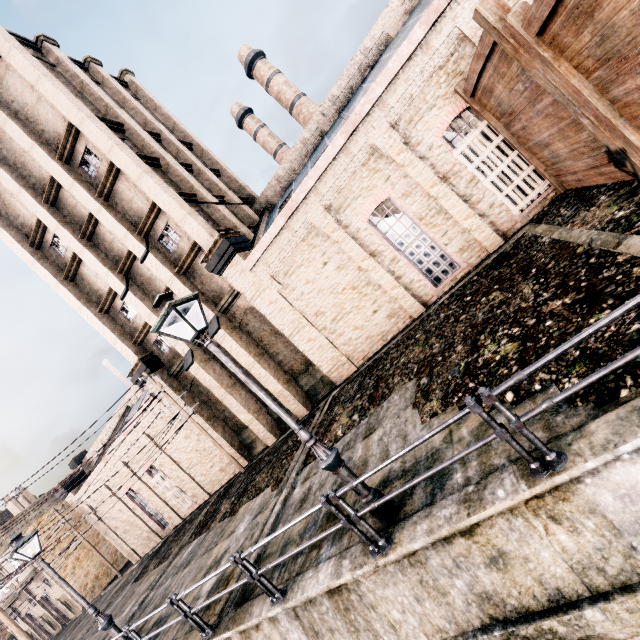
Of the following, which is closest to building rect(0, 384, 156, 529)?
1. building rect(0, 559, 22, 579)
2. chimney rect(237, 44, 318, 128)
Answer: building rect(0, 559, 22, 579)

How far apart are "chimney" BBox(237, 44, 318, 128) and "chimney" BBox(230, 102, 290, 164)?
2.6m

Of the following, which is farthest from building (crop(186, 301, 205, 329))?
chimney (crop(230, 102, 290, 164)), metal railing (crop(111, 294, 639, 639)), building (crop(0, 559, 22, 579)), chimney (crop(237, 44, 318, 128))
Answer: chimney (crop(237, 44, 318, 128))

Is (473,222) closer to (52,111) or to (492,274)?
(492,274)

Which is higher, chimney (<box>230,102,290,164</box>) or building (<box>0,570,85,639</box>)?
chimney (<box>230,102,290,164</box>)

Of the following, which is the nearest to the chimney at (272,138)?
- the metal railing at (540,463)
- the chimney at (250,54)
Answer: the chimney at (250,54)

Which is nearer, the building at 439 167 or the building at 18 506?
the building at 439 167

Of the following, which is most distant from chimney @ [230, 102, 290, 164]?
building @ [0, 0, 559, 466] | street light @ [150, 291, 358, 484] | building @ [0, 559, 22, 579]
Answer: building @ [0, 559, 22, 579]
